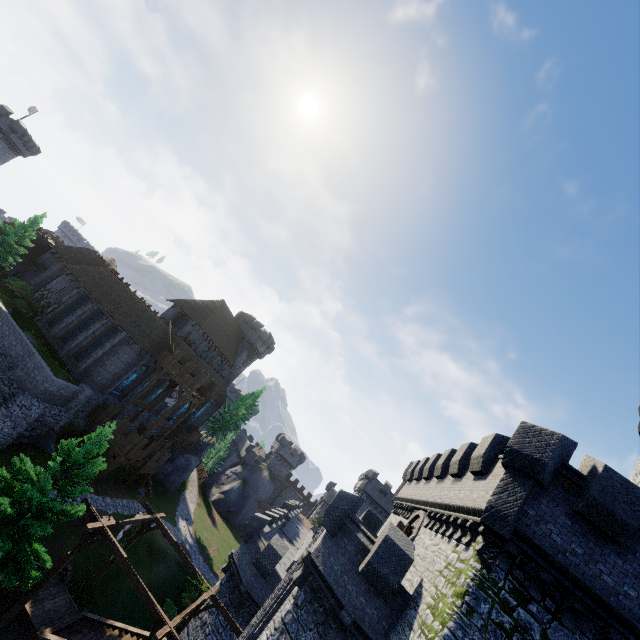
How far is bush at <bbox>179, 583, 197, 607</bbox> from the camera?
30.7m

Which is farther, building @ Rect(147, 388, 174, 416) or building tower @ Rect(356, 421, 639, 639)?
building @ Rect(147, 388, 174, 416)

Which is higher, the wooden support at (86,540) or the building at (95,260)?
the building at (95,260)

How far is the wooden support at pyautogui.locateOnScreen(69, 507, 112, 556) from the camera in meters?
16.4 m

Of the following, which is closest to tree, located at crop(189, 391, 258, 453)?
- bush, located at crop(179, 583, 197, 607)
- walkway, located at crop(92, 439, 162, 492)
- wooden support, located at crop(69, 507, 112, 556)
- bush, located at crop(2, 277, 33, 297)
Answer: walkway, located at crop(92, 439, 162, 492)

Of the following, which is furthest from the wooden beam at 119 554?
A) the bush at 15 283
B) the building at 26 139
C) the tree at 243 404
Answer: the building at 26 139

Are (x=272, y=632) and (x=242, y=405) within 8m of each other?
no

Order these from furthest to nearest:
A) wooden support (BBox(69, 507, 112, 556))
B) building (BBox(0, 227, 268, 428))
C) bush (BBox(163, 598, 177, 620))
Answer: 1. building (BBox(0, 227, 268, 428))
2. bush (BBox(163, 598, 177, 620))
3. wooden support (BBox(69, 507, 112, 556))
